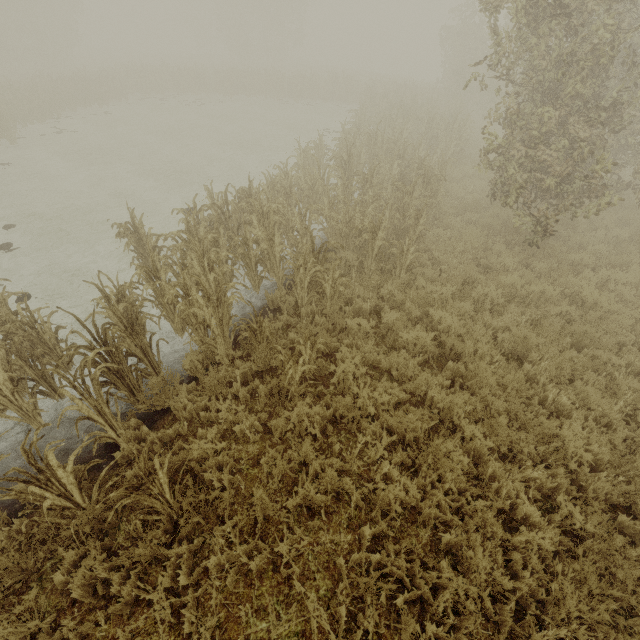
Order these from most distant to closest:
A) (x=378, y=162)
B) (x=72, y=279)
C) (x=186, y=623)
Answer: (x=378, y=162)
(x=72, y=279)
(x=186, y=623)
